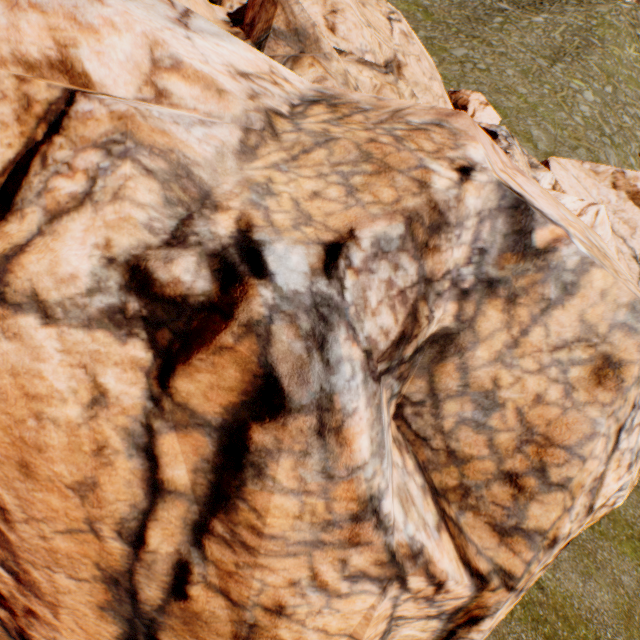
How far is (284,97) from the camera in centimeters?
447cm
